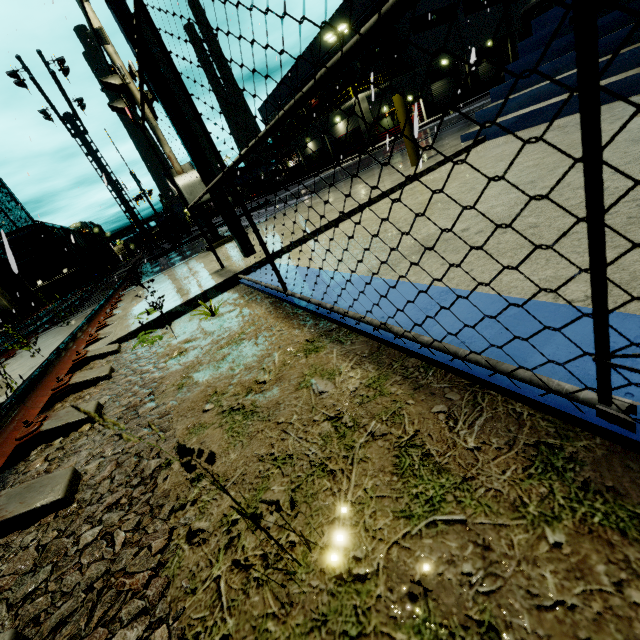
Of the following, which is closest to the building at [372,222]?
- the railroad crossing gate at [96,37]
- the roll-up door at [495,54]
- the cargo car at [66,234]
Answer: the roll-up door at [495,54]

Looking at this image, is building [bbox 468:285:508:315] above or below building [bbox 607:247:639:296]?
A: above

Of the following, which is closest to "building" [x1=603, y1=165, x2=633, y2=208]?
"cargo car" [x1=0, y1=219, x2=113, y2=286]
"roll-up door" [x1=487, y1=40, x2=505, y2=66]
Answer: "roll-up door" [x1=487, y1=40, x2=505, y2=66]

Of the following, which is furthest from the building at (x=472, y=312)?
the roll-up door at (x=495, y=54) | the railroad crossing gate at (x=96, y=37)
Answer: the railroad crossing gate at (x=96, y=37)

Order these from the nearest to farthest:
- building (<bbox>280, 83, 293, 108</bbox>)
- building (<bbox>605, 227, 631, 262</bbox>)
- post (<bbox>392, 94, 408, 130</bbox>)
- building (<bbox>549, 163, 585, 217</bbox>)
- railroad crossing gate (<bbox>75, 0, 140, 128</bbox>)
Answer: building (<bbox>605, 227, 631, 262</bbox>), building (<bbox>549, 163, 585, 217</bbox>), post (<bbox>392, 94, 408, 130</bbox>), railroad crossing gate (<bbox>75, 0, 140, 128</bbox>), building (<bbox>280, 83, 293, 108</bbox>)

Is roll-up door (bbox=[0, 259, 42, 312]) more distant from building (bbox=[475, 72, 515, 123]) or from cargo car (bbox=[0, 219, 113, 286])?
cargo car (bbox=[0, 219, 113, 286])

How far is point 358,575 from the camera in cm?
79
